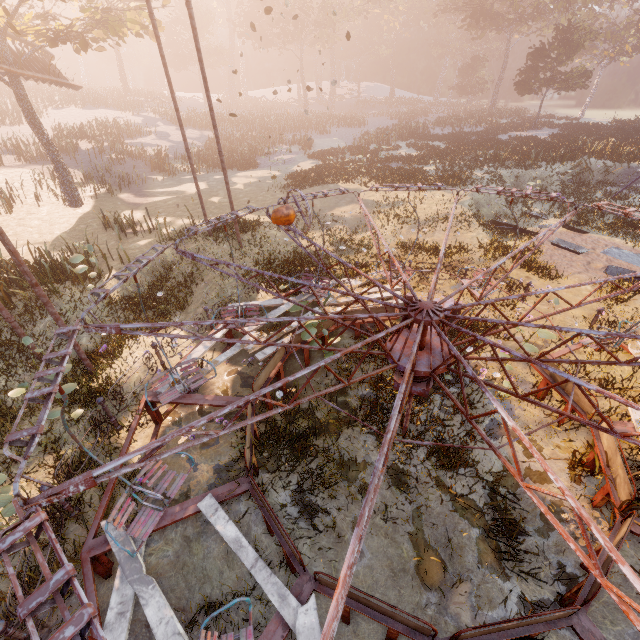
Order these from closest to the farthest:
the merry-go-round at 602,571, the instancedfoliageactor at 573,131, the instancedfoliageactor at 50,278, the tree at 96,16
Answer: the merry-go-round at 602,571 → the instancedfoliageactor at 50,278 → the tree at 96,16 → the instancedfoliageactor at 573,131

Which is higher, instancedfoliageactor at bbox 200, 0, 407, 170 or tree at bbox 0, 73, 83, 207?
instancedfoliageactor at bbox 200, 0, 407, 170

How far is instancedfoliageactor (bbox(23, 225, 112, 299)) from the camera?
10.70m

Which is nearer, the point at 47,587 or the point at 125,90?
the point at 47,587

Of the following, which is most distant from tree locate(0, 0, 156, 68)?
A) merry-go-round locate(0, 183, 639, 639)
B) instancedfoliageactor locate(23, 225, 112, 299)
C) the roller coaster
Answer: merry-go-round locate(0, 183, 639, 639)

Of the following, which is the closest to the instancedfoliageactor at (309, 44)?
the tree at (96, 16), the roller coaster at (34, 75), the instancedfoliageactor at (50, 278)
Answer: the tree at (96, 16)

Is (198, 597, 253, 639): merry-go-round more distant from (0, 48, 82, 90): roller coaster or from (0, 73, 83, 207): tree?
(0, 73, 83, 207): tree

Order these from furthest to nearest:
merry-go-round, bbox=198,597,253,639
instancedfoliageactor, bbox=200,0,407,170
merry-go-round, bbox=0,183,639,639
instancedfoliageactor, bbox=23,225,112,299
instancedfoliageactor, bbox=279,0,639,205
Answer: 1. instancedfoliageactor, bbox=200,0,407,170
2. instancedfoliageactor, bbox=279,0,639,205
3. instancedfoliageactor, bbox=23,225,112,299
4. merry-go-round, bbox=198,597,253,639
5. merry-go-round, bbox=0,183,639,639
